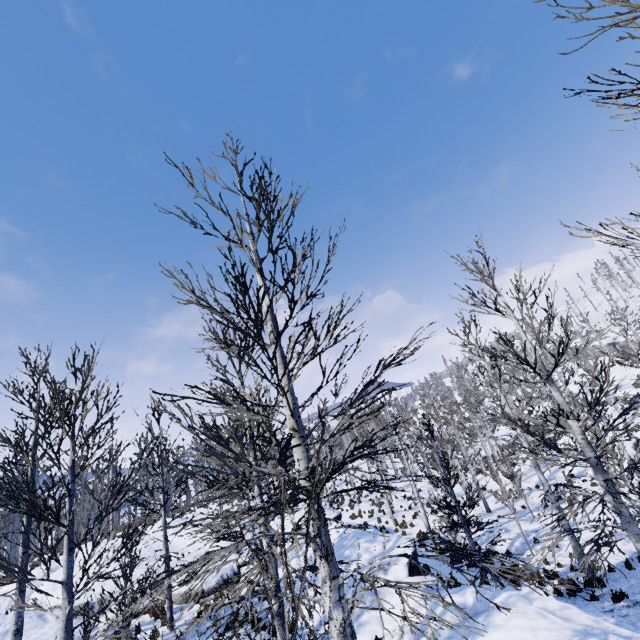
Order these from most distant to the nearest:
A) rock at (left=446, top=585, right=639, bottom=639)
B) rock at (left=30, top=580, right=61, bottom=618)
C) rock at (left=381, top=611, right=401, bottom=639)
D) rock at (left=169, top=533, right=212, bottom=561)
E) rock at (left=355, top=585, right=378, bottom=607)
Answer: rock at (left=169, top=533, right=212, bottom=561)
rock at (left=30, top=580, right=61, bottom=618)
rock at (left=355, top=585, right=378, bottom=607)
rock at (left=381, top=611, right=401, bottom=639)
rock at (left=446, top=585, right=639, bottom=639)

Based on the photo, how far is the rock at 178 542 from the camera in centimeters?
1619cm

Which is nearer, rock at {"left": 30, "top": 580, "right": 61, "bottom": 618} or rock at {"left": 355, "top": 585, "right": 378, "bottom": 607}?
rock at {"left": 355, "top": 585, "right": 378, "bottom": 607}

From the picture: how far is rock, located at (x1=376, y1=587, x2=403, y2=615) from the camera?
9.63m

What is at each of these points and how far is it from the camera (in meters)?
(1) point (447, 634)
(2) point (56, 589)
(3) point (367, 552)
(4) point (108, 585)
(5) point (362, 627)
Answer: (1) rock, 7.38
(2) rock, 14.27
(3) rock, 12.08
(4) rock, 14.27
(5) rock, 9.41

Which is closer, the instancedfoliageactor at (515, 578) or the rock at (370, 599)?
the instancedfoliageactor at (515, 578)
